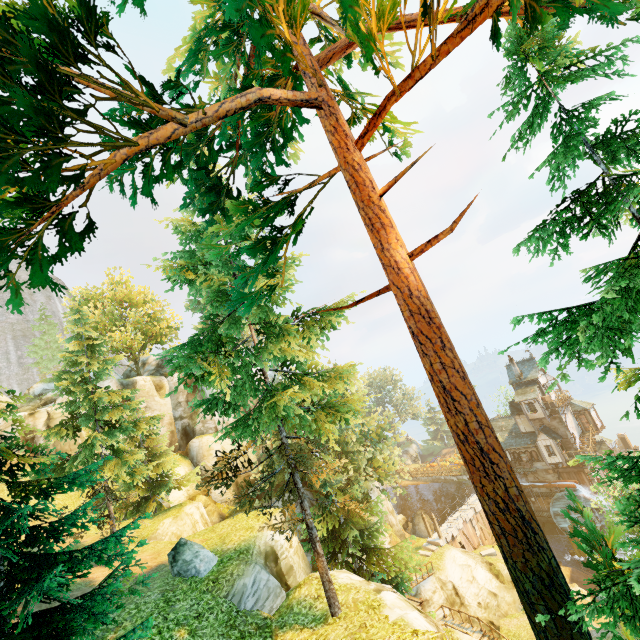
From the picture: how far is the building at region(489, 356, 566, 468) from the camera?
41.3m

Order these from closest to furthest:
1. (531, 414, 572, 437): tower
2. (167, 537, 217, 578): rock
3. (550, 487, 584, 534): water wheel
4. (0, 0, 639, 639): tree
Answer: (0, 0, 639, 639): tree → (167, 537, 217, 578): rock → (550, 487, 584, 534): water wheel → (531, 414, 572, 437): tower

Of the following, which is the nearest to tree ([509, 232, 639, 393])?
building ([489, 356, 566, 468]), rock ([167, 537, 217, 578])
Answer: rock ([167, 537, 217, 578])

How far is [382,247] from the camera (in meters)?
5.41

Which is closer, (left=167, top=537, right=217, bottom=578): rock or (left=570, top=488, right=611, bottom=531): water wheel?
(left=167, top=537, right=217, bottom=578): rock

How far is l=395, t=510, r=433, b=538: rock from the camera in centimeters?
4346cm

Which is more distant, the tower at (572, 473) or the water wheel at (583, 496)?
the tower at (572, 473)

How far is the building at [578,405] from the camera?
42.00m
